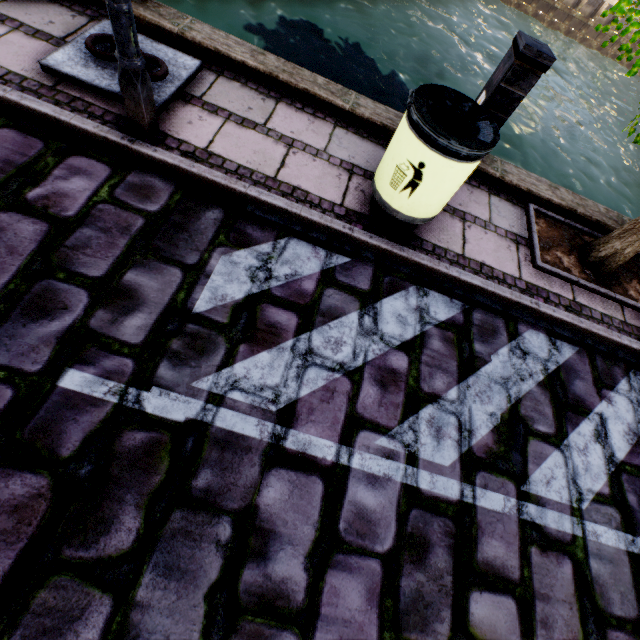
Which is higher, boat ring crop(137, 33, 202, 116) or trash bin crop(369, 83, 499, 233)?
trash bin crop(369, 83, 499, 233)

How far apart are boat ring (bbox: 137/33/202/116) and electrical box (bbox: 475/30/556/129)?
2.8 meters

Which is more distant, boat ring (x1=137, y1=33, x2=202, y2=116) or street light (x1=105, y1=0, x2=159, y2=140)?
boat ring (x1=137, y1=33, x2=202, y2=116)

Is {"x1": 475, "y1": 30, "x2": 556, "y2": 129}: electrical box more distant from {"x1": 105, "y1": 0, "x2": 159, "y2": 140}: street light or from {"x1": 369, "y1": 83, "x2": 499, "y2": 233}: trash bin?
{"x1": 105, "y1": 0, "x2": 159, "y2": 140}: street light

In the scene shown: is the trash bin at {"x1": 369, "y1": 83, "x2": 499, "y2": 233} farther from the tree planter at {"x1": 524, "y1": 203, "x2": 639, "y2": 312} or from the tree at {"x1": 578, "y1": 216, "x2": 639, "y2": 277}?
the tree planter at {"x1": 524, "y1": 203, "x2": 639, "y2": 312}

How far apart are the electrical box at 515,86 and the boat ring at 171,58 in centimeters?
282cm

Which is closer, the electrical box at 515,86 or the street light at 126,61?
the street light at 126,61

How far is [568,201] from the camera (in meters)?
4.10
